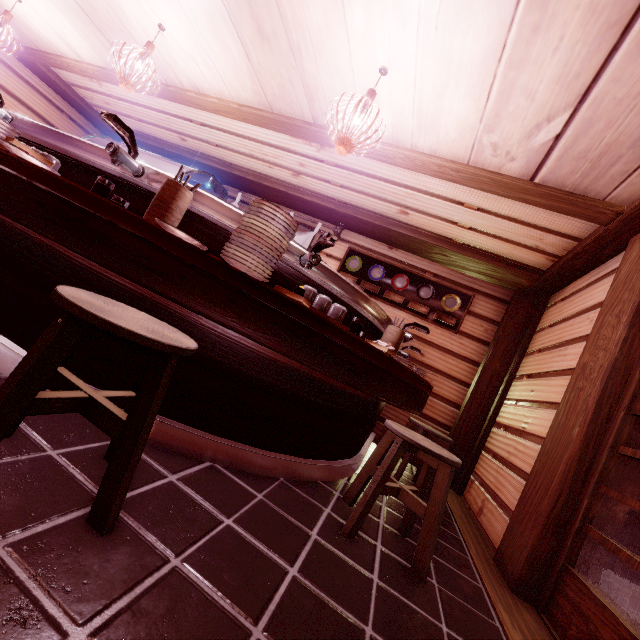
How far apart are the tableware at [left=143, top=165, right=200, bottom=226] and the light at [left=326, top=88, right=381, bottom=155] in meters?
1.8

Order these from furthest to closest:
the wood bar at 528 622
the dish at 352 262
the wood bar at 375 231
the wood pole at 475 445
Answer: the dish at 352 262
the wood pole at 475 445
the wood bar at 375 231
the wood bar at 528 622

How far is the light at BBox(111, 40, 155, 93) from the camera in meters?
5.1

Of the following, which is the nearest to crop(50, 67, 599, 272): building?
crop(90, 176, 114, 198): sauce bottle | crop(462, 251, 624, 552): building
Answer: crop(462, 251, 624, 552): building

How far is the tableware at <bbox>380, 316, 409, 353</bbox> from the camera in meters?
5.0

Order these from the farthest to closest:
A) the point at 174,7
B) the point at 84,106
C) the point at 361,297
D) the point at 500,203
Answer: the point at 84,106 → the point at 500,203 → the point at 174,7 → the point at 361,297

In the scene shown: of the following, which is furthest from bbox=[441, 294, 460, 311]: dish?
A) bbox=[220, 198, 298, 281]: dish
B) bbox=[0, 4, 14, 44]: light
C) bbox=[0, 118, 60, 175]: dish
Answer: bbox=[0, 4, 14, 44]: light

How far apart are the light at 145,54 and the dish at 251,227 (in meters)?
4.15
